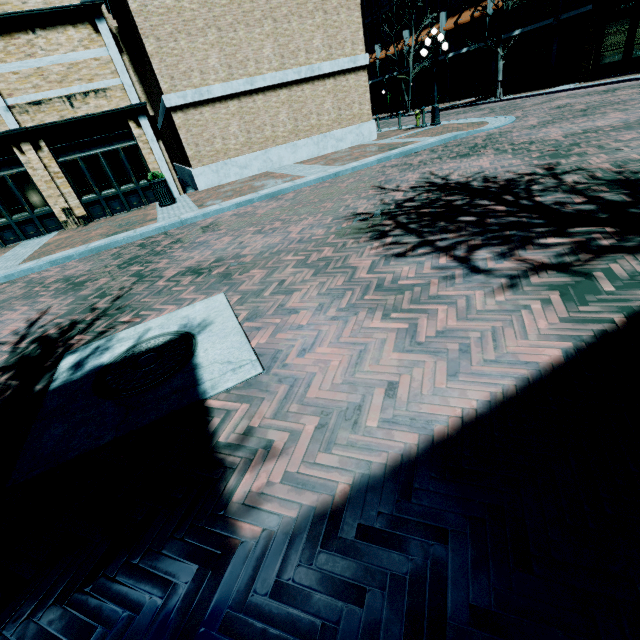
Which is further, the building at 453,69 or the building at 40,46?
the building at 453,69

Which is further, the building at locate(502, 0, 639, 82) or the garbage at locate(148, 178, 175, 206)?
the building at locate(502, 0, 639, 82)

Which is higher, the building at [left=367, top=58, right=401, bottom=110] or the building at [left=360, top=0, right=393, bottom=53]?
the building at [left=360, top=0, right=393, bottom=53]

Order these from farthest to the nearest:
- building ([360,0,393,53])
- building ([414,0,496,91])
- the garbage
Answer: building ([360,0,393,53]) → building ([414,0,496,91]) → the garbage

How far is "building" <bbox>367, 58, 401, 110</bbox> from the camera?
37.0 meters

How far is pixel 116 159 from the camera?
12.74m

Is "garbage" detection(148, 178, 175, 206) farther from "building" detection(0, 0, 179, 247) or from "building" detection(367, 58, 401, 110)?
"building" detection(367, 58, 401, 110)

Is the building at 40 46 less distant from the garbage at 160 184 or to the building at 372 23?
the building at 372 23
